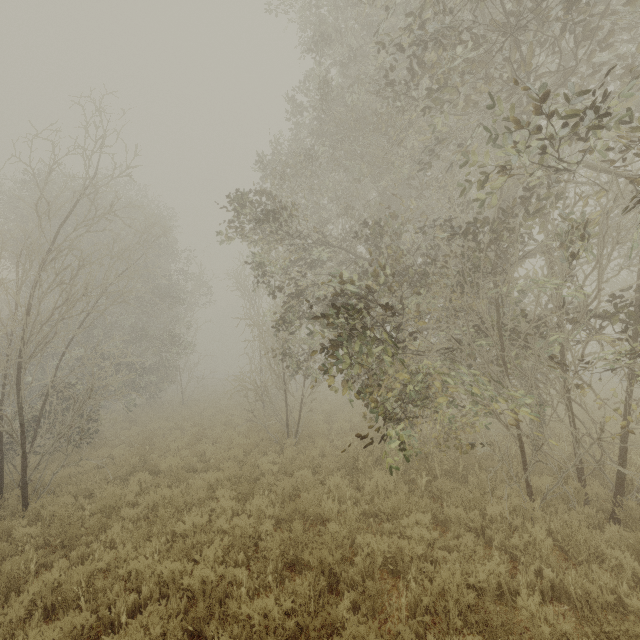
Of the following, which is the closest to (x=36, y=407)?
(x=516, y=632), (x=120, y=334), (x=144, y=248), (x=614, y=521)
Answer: (x=120, y=334)
